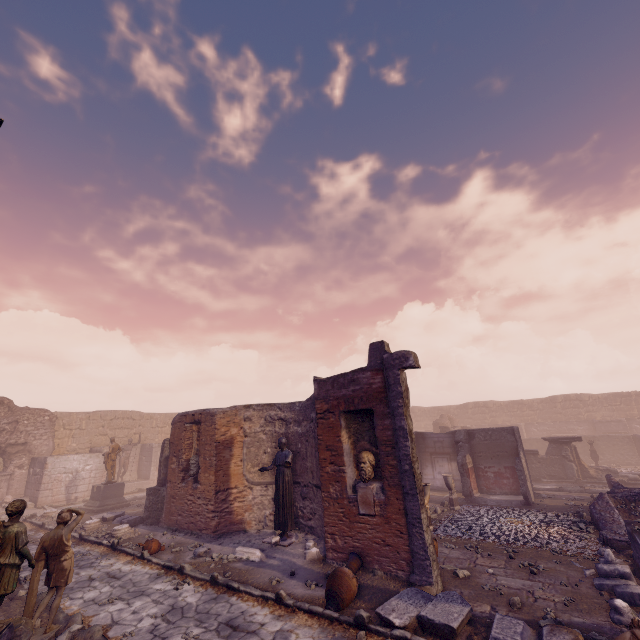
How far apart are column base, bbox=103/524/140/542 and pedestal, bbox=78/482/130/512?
4.8 meters

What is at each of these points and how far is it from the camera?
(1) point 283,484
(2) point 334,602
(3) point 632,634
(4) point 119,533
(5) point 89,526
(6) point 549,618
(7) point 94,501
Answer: (1) sculpture, 9.76m
(2) vase, 5.93m
(3) sculpture, 3.73m
(4) column base, 10.77m
(5) column base, 11.93m
(6) rocks, 5.28m
(7) pedestal, 15.55m

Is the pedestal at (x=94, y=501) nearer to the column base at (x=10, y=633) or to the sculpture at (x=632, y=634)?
the column base at (x=10, y=633)

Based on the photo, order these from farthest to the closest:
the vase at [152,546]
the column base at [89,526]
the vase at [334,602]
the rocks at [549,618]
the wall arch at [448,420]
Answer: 1. the wall arch at [448,420]
2. the column base at [89,526]
3. the vase at [152,546]
4. the vase at [334,602]
5. the rocks at [549,618]

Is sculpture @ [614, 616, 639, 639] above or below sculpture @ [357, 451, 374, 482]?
below

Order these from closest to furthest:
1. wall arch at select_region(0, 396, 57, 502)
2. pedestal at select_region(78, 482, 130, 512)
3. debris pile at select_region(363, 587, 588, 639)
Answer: debris pile at select_region(363, 587, 588, 639)
pedestal at select_region(78, 482, 130, 512)
wall arch at select_region(0, 396, 57, 502)

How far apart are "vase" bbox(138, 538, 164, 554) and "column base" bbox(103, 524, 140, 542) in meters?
2.0 m

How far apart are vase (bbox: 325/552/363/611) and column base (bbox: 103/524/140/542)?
8.1m
